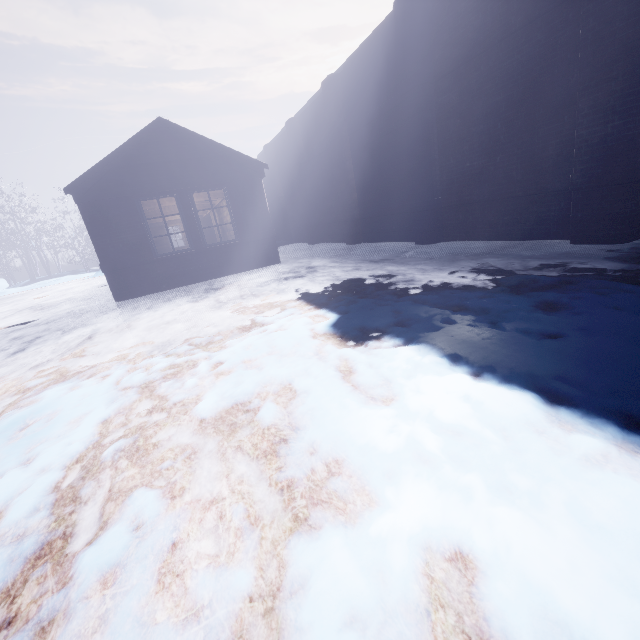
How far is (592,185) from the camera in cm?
392
